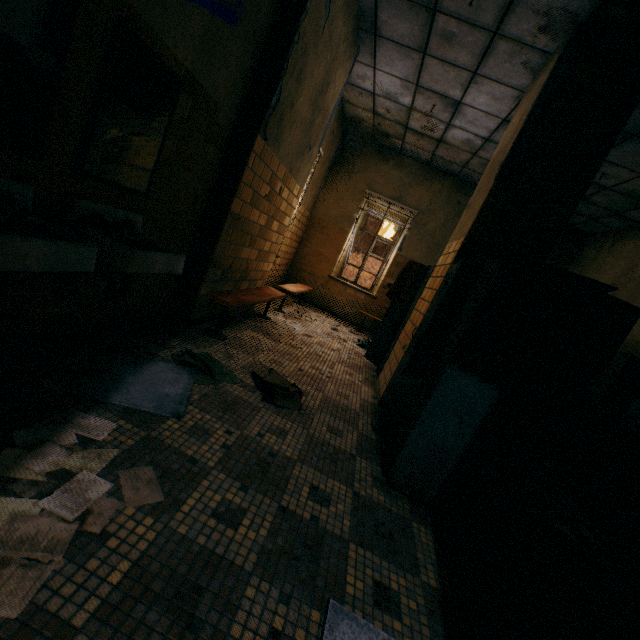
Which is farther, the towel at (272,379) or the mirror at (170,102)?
the towel at (272,379)

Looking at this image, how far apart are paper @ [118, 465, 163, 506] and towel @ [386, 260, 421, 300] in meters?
3.8 m

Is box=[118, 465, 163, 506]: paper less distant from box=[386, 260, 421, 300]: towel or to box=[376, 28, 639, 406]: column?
box=[376, 28, 639, 406]: column

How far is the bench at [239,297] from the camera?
3.26m

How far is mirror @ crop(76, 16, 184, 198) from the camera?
1.7m

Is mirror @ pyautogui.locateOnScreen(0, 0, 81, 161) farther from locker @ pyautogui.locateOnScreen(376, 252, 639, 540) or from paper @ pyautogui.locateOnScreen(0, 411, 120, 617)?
locker @ pyautogui.locateOnScreen(376, 252, 639, 540)

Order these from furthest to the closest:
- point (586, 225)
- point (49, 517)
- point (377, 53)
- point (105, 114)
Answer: point (586, 225), point (377, 53), point (105, 114), point (49, 517)

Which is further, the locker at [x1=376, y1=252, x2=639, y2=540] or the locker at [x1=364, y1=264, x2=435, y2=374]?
the locker at [x1=364, y1=264, x2=435, y2=374]
